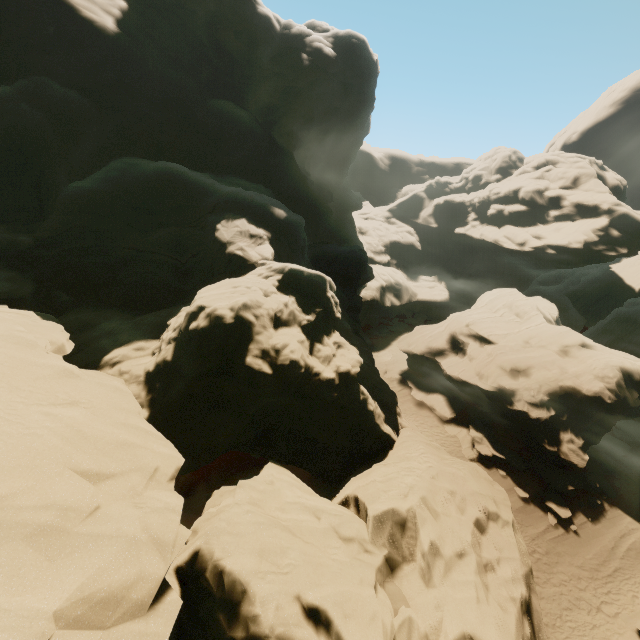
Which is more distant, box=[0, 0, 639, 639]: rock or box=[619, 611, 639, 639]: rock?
box=[619, 611, 639, 639]: rock

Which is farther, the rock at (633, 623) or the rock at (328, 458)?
the rock at (633, 623)

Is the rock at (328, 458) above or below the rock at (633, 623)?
above

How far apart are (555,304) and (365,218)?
34.09m

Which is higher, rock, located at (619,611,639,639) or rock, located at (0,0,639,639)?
rock, located at (0,0,639,639)
